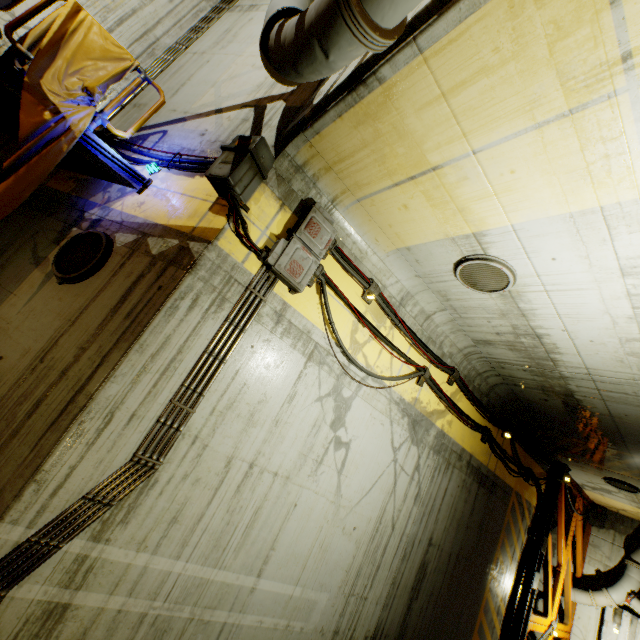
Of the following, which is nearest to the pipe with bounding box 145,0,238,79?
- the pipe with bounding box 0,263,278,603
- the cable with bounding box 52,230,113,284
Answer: the cable with bounding box 52,230,113,284

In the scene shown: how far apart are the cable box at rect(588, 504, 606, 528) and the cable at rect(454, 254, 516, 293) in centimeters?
1428cm

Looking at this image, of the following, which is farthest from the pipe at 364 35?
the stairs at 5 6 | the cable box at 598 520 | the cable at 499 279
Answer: the cable at 499 279

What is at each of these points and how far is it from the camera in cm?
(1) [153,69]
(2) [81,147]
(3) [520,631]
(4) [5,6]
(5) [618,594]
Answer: (1) pipe, 640
(2) stairs, 437
(3) beam, 916
(4) stairs, 383
(5) pipe, 1117

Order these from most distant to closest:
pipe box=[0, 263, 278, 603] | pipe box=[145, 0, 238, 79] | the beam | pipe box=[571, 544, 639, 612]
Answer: pipe box=[571, 544, 639, 612] < the beam < pipe box=[145, 0, 238, 79] < pipe box=[0, 263, 278, 603]

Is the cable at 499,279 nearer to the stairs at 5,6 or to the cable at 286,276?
the cable at 286,276

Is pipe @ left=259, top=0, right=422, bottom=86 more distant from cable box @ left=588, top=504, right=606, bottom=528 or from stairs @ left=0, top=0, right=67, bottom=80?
cable box @ left=588, top=504, right=606, bottom=528

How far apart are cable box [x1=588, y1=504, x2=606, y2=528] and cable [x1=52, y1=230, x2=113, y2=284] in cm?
1861
